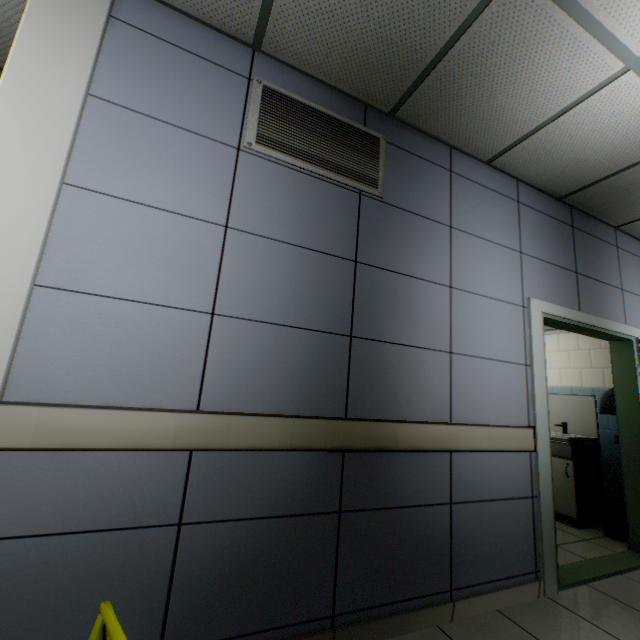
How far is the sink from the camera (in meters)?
3.66

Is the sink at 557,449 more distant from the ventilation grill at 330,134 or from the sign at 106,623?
the sign at 106,623

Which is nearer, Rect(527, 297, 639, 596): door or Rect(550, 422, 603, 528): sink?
Rect(527, 297, 639, 596): door

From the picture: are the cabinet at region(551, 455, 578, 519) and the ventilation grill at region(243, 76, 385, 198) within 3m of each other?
no

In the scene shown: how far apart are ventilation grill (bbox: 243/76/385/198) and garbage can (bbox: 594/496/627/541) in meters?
4.1 m

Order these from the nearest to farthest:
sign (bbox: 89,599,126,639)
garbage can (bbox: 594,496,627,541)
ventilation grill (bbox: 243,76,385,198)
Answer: sign (bbox: 89,599,126,639) < ventilation grill (bbox: 243,76,385,198) < garbage can (bbox: 594,496,627,541)

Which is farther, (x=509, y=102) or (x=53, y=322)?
(x=509, y=102)

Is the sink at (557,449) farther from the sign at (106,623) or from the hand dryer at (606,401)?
the sign at (106,623)
